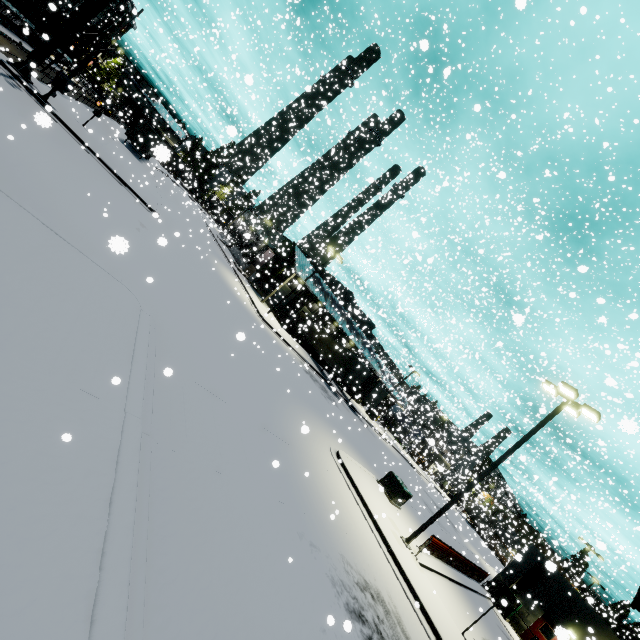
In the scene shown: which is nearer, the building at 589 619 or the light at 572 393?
the light at 572 393

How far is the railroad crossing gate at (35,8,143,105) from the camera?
17.59m

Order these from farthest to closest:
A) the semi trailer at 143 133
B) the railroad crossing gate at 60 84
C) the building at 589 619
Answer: the semi trailer at 143 133, the building at 589 619, the railroad crossing gate at 60 84

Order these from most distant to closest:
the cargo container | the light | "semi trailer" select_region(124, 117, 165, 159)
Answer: "semi trailer" select_region(124, 117, 165, 159)
the cargo container
the light

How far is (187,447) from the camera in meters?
6.8

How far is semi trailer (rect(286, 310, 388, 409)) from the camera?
34.2m

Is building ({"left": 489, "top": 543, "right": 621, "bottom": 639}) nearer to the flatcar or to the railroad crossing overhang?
the flatcar

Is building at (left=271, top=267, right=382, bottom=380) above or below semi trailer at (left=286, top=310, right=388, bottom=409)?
above
